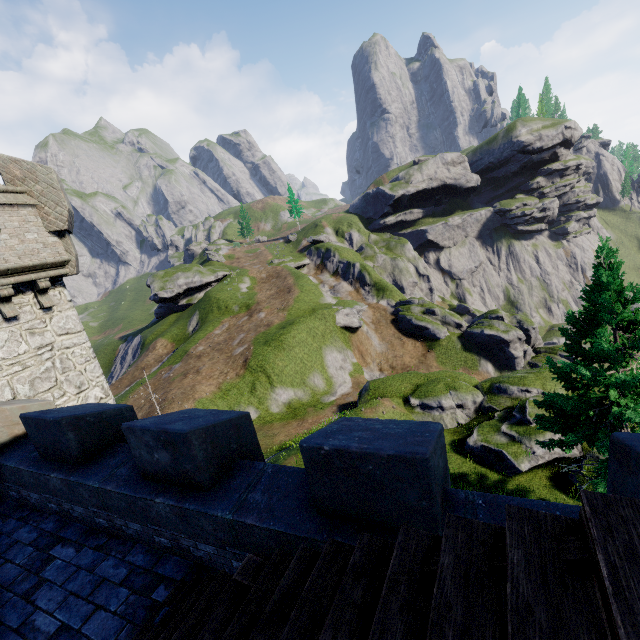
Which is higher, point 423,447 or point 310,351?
point 423,447

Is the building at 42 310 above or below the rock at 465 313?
above

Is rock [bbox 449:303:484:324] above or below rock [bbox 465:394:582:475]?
below

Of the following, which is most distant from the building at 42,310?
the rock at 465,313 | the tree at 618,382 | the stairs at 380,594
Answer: the rock at 465,313

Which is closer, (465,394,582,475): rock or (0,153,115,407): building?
(0,153,115,407): building

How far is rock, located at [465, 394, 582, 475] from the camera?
17.4m

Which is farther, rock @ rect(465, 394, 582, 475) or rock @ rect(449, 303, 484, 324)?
rock @ rect(449, 303, 484, 324)

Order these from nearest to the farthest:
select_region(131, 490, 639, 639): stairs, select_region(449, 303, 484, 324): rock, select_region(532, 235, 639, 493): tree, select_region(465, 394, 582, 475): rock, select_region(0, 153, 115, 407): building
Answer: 1. select_region(131, 490, 639, 639): stairs
2. select_region(0, 153, 115, 407): building
3. select_region(532, 235, 639, 493): tree
4. select_region(465, 394, 582, 475): rock
5. select_region(449, 303, 484, 324): rock
